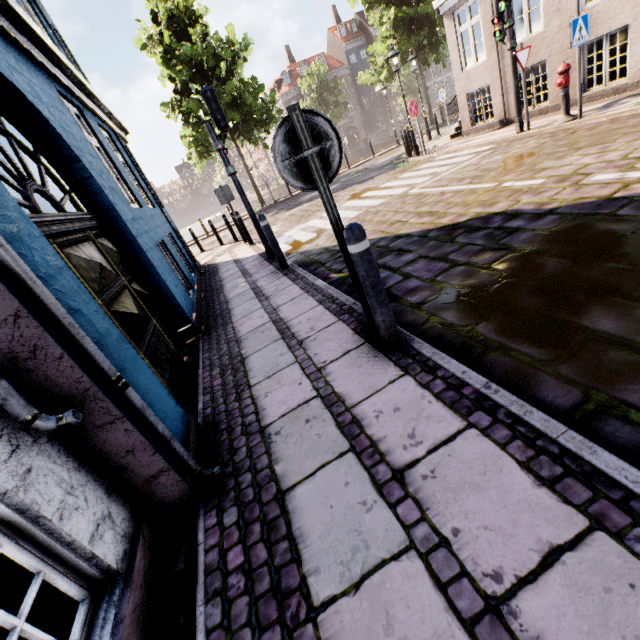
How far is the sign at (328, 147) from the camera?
2.3m

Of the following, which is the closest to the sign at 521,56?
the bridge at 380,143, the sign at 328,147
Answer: the sign at 328,147

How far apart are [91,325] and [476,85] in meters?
14.3 m

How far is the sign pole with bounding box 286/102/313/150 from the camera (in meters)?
2.20

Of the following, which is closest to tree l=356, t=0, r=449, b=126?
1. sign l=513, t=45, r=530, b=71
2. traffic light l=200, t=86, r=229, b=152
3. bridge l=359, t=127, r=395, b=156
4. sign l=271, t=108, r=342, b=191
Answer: bridge l=359, t=127, r=395, b=156

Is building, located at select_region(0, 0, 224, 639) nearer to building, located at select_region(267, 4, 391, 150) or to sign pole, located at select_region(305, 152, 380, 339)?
sign pole, located at select_region(305, 152, 380, 339)

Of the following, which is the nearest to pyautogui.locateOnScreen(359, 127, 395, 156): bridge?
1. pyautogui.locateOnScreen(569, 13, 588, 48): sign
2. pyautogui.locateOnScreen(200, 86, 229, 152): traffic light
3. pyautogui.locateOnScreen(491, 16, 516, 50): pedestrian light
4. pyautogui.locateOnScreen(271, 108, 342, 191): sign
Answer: pyautogui.locateOnScreen(491, 16, 516, 50): pedestrian light

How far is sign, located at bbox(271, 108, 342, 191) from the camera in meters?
2.3 m
